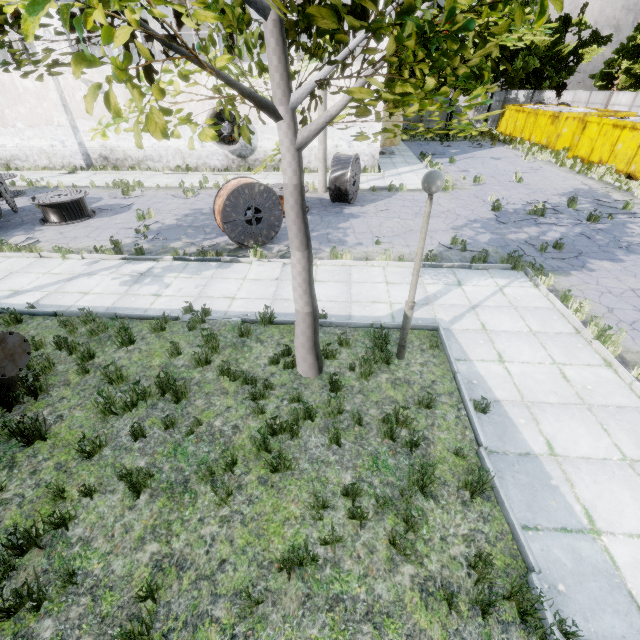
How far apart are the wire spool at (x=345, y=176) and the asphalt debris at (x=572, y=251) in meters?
6.7 m

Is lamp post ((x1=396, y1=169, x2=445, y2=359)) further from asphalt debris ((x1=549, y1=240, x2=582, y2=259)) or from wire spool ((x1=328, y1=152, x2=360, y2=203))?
wire spool ((x1=328, y1=152, x2=360, y2=203))

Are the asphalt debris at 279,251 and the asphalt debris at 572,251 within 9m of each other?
yes

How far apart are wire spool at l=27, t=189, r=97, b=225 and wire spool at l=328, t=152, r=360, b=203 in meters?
10.0 m

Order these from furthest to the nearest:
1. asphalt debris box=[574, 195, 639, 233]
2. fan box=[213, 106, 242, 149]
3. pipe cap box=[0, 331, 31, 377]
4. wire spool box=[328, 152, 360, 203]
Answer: fan box=[213, 106, 242, 149] < wire spool box=[328, 152, 360, 203] < asphalt debris box=[574, 195, 639, 233] < pipe cap box=[0, 331, 31, 377]

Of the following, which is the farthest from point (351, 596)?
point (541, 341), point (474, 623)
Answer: point (541, 341)

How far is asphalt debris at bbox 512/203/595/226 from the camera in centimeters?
1235cm

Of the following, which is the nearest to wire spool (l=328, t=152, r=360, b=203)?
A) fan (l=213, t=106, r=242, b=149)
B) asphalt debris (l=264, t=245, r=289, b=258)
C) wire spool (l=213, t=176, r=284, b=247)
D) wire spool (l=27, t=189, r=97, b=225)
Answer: wire spool (l=213, t=176, r=284, b=247)
